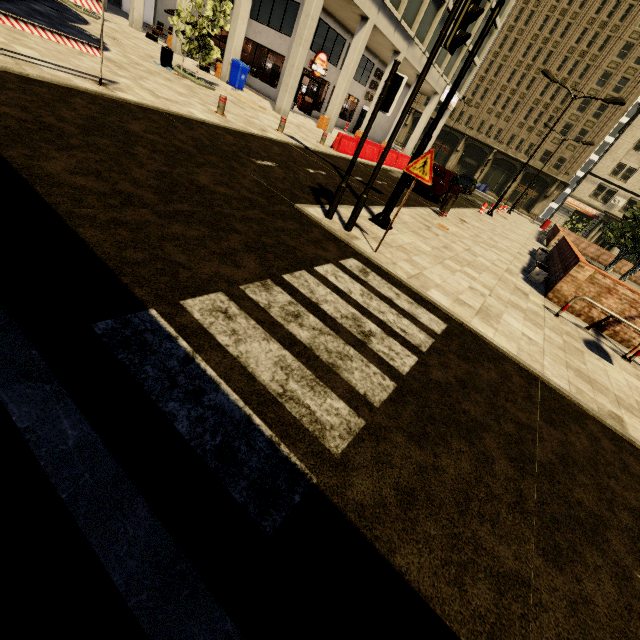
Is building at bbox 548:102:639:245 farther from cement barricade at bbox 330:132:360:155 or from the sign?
the sign

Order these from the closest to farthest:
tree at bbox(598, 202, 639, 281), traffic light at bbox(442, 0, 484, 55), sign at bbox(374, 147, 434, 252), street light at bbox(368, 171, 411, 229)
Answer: traffic light at bbox(442, 0, 484, 55), sign at bbox(374, 147, 434, 252), street light at bbox(368, 171, 411, 229), tree at bbox(598, 202, 639, 281)

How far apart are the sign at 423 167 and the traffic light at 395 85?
1.03m

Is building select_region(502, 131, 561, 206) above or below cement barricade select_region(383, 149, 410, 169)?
above

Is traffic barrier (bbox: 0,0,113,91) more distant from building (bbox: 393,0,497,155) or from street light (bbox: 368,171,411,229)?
street light (bbox: 368,171,411,229)

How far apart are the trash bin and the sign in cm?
1849

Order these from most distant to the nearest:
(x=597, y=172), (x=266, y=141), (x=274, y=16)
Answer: (x=597, y=172), (x=274, y=16), (x=266, y=141)

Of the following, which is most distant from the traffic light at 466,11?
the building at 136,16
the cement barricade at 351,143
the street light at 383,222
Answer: the cement barricade at 351,143
